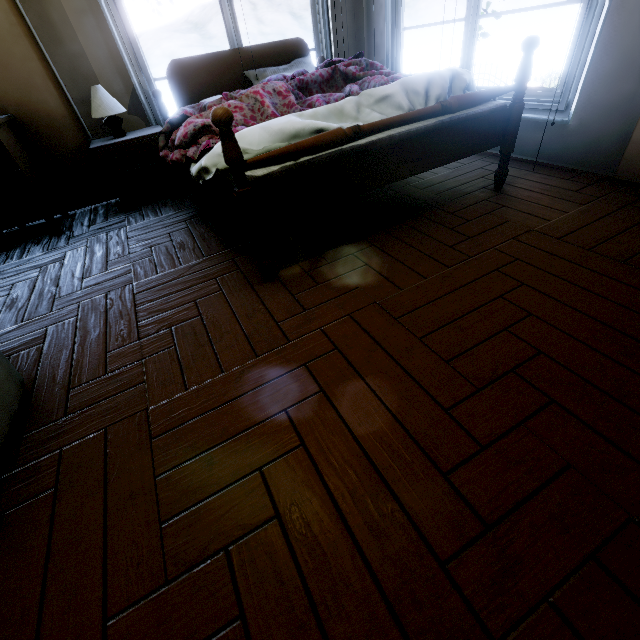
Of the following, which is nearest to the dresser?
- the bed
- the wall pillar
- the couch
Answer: the bed

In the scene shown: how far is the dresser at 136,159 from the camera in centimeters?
256cm

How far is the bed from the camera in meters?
1.4 m

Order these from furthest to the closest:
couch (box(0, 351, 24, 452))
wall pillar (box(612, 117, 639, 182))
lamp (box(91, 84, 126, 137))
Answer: lamp (box(91, 84, 126, 137)) < wall pillar (box(612, 117, 639, 182)) < couch (box(0, 351, 24, 452))

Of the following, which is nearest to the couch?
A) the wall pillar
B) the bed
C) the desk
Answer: the bed

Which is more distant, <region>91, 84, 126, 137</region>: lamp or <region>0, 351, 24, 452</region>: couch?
<region>91, 84, 126, 137</region>: lamp

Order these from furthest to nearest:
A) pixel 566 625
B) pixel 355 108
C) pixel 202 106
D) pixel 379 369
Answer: pixel 202 106
pixel 355 108
pixel 379 369
pixel 566 625

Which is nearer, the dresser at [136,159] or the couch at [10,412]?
the couch at [10,412]
